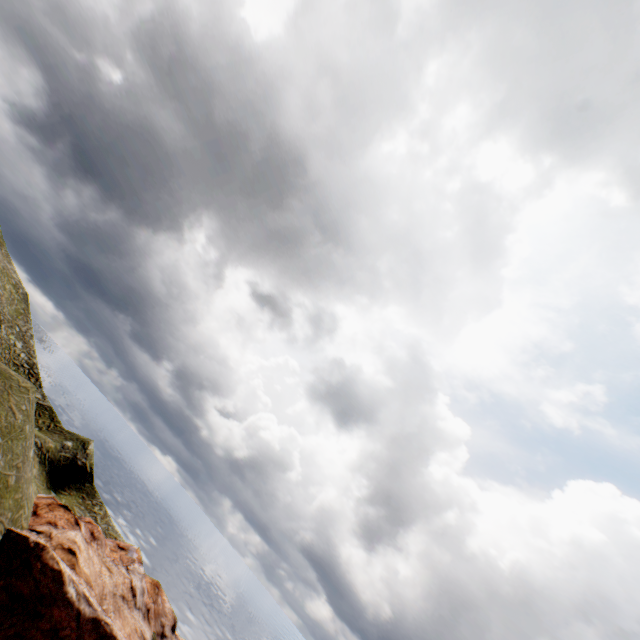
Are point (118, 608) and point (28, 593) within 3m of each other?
no
